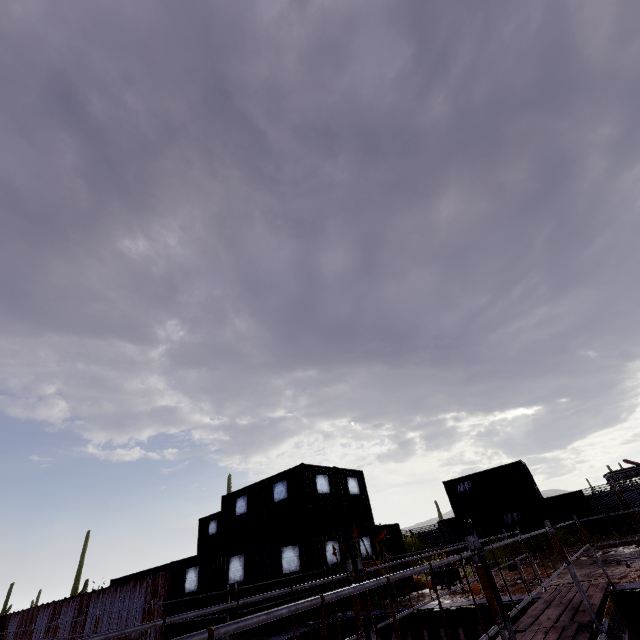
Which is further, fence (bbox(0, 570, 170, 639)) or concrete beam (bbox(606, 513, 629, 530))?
concrete beam (bbox(606, 513, 629, 530))

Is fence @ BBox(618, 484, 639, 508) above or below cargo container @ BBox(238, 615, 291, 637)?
above

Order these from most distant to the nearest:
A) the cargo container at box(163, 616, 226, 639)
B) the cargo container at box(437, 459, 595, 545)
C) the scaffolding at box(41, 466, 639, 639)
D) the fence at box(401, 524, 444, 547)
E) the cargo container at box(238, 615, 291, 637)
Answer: the fence at box(401, 524, 444, 547) → the cargo container at box(437, 459, 595, 545) → the cargo container at box(163, 616, 226, 639) → the cargo container at box(238, 615, 291, 637) → the scaffolding at box(41, 466, 639, 639)

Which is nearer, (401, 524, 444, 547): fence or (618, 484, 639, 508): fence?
(618, 484, 639, 508): fence

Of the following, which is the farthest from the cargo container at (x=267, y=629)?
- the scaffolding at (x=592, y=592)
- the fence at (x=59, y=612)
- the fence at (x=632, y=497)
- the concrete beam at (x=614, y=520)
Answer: the scaffolding at (x=592, y=592)

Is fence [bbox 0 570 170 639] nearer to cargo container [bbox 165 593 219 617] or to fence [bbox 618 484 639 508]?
cargo container [bbox 165 593 219 617]

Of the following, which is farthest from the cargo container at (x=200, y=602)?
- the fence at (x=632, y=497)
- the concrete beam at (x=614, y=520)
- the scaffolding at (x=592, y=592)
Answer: the scaffolding at (x=592, y=592)

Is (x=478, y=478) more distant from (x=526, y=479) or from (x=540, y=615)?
(x=540, y=615)
